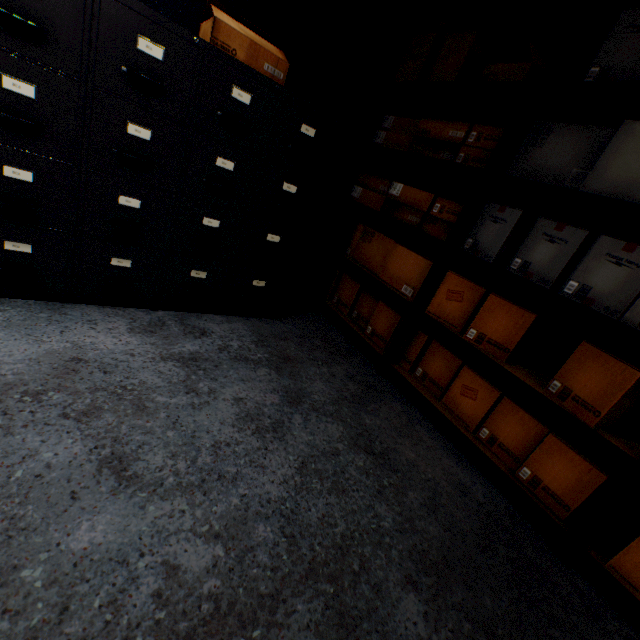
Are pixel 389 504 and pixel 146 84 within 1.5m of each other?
no

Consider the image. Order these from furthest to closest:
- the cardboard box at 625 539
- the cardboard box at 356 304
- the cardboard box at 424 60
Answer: the cardboard box at 356 304
the cardboard box at 424 60
the cardboard box at 625 539

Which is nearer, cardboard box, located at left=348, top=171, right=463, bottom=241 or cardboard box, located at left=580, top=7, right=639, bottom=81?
cardboard box, located at left=580, top=7, right=639, bottom=81

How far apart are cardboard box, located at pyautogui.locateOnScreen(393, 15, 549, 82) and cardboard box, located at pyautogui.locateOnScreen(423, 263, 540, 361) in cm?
124

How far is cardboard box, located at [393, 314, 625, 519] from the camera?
1.39m

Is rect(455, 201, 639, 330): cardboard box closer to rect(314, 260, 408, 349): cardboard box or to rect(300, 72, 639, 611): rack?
rect(300, 72, 639, 611): rack

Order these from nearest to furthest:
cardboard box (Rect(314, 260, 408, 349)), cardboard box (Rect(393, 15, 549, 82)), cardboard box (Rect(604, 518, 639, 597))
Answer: cardboard box (Rect(604, 518, 639, 597)), cardboard box (Rect(393, 15, 549, 82)), cardboard box (Rect(314, 260, 408, 349))

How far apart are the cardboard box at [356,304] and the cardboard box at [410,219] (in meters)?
0.55
